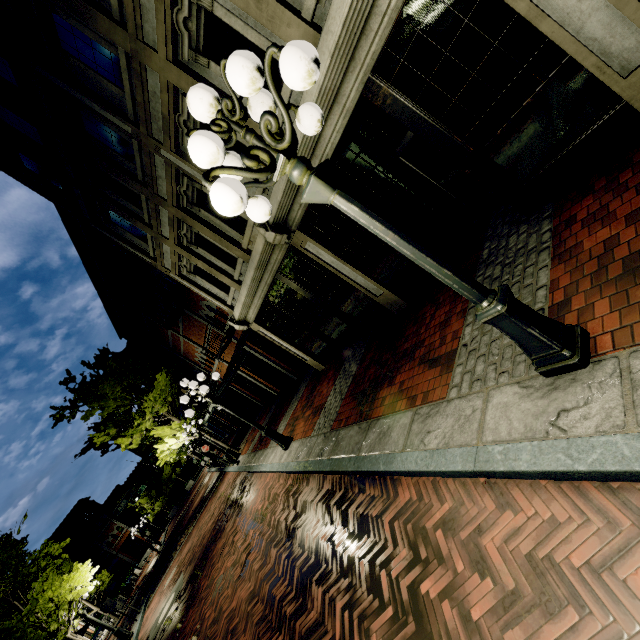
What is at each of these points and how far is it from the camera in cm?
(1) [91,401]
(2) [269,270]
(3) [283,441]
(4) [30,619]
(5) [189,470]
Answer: (1) tree, 1719
(2) building, 830
(3) light, 950
(4) tree, 1315
(5) building, 5488

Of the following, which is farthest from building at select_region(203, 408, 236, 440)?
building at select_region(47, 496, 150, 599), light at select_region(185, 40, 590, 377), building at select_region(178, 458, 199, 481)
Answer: building at select_region(47, 496, 150, 599)

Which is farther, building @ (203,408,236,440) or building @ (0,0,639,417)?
building @ (203,408,236,440)

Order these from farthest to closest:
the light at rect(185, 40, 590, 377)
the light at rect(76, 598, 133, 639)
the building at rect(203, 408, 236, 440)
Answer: the building at rect(203, 408, 236, 440) < the light at rect(76, 598, 133, 639) < the light at rect(185, 40, 590, 377)

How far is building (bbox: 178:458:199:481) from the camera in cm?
5418

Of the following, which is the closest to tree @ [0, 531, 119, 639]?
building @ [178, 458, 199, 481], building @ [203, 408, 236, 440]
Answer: building @ [203, 408, 236, 440]

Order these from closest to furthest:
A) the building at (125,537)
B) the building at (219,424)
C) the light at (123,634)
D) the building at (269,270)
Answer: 1. the building at (269,270)
2. the light at (123,634)
3. the building at (219,424)
4. the building at (125,537)

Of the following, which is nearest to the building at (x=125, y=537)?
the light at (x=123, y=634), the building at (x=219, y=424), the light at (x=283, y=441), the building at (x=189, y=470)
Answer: the building at (x=189, y=470)
